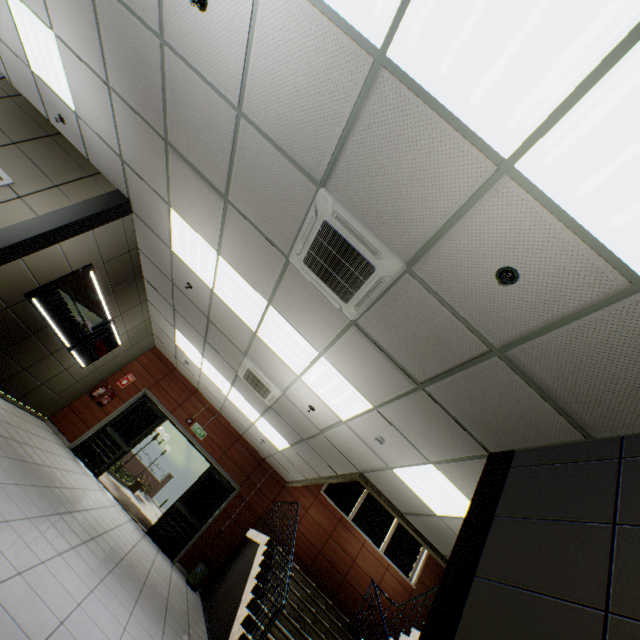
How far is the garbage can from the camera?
7.6m

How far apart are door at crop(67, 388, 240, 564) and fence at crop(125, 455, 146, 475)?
23.6 meters

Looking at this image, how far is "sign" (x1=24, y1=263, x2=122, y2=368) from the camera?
5.39m

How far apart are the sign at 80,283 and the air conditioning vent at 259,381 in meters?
3.0 m

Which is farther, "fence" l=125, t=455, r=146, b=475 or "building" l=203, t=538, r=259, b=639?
"fence" l=125, t=455, r=146, b=475

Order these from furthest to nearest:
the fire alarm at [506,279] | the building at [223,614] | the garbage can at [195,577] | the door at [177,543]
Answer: the door at [177,543] < the garbage can at [195,577] < the building at [223,614] < the fire alarm at [506,279]

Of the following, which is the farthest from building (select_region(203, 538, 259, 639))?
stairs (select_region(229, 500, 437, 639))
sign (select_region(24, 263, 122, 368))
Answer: sign (select_region(24, 263, 122, 368))

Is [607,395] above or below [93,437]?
above
